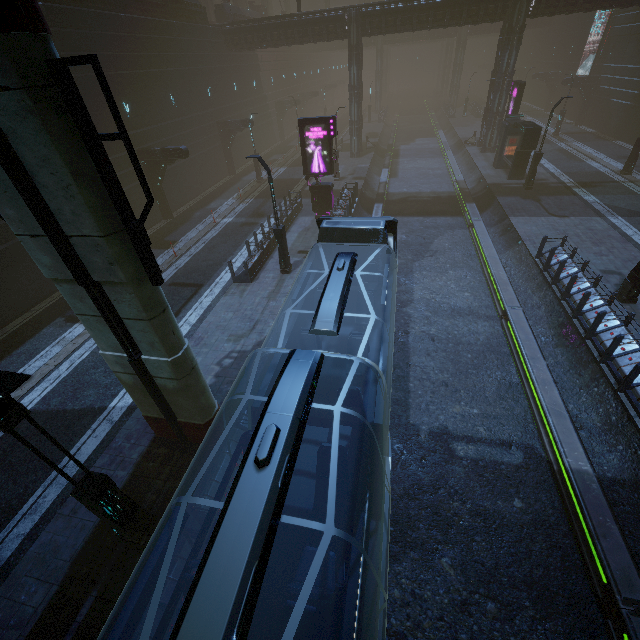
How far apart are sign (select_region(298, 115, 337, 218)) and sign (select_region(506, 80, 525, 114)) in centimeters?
1806cm

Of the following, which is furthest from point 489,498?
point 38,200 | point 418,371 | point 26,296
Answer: point 26,296

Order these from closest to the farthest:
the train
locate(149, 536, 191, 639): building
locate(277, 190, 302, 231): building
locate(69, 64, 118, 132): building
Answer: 1. the train
2. locate(149, 536, 191, 639): building
3. locate(69, 64, 118, 132): building
4. locate(277, 190, 302, 231): building

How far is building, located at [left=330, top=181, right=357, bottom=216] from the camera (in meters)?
20.51

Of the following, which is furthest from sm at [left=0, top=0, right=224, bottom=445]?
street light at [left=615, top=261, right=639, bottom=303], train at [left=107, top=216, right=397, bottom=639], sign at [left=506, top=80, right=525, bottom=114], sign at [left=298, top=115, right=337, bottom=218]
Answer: sign at [left=506, top=80, right=525, bottom=114]

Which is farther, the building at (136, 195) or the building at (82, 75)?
the building at (136, 195)

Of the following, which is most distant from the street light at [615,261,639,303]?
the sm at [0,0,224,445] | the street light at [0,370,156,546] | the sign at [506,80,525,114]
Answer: the sign at [506,80,525,114]

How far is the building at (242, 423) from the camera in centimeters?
866cm
